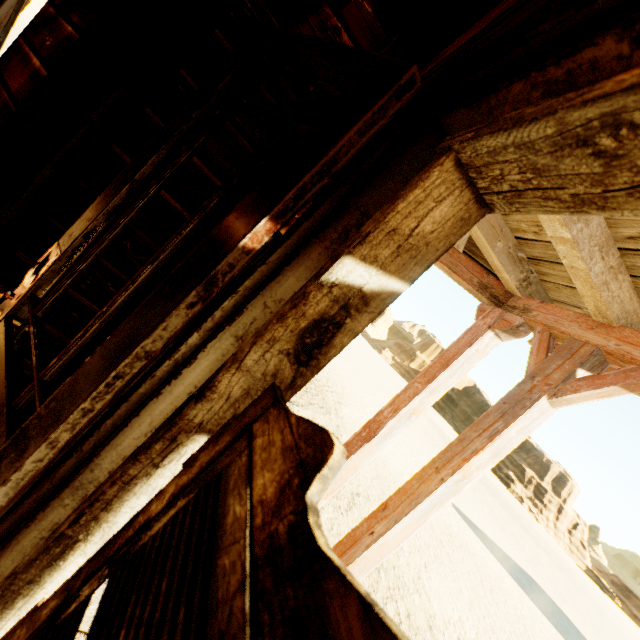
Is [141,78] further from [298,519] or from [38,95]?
[298,519]

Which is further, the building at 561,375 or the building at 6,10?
the building at 6,10

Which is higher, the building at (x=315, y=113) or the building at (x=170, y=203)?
the building at (x=315, y=113)

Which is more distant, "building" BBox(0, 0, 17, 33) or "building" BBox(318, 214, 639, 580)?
"building" BBox(0, 0, 17, 33)

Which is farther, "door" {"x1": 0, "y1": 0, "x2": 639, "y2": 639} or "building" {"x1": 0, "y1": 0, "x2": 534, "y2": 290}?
"building" {"x1": 0, "y1": 0, "x2": 534, "y2": 290}

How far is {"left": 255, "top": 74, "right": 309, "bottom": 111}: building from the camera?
1.7 meters

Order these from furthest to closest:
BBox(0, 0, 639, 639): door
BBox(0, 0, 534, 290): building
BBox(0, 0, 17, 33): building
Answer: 1. BBox(0, 0, 17, 33): building
2. BBox(0, 0, 534, 290): building
3. BBox(0, 0, 639, 639): door
